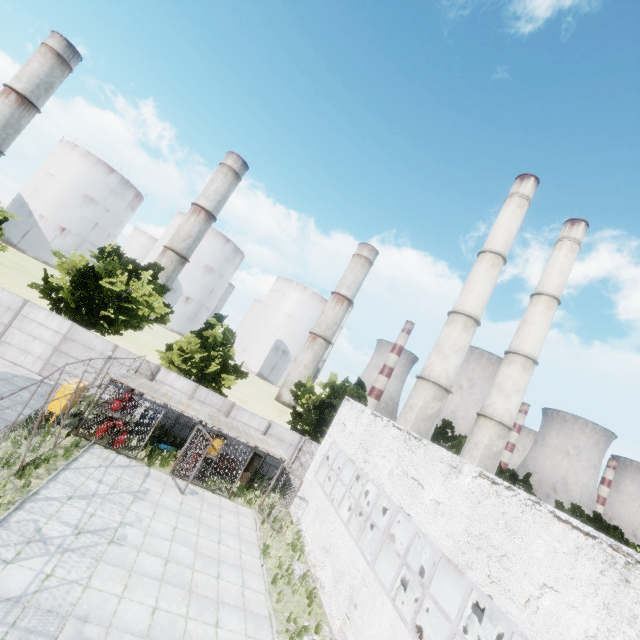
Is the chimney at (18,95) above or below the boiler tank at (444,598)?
above

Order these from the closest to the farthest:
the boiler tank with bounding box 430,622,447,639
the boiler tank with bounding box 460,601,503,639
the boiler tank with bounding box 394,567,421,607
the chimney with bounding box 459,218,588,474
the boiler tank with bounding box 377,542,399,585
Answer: the boiler tank with bounding box 460,601,503,639 → the boiler tank with bounding box 430,622,447,639 → the boiler tank with bounding box 394,567,421,607 → the boiler tank with bounding box 377,542,399,585 → the chimney with bounding box 459,218,588,474

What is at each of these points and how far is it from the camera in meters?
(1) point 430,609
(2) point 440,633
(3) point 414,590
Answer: (1) boiler tank, 14.8
(2) boiler tank, 14.1
(3) boiler tank, 16.0

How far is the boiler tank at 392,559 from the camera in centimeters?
1777cm

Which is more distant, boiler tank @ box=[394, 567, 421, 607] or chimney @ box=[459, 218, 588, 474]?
chimney @ box=[459, 218, 588, 474]

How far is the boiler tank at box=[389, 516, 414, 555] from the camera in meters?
17.8 m

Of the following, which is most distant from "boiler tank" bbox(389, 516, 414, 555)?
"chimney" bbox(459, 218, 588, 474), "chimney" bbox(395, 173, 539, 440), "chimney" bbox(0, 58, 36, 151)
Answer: "chimney" bbox(0, 58, 36, 151)
